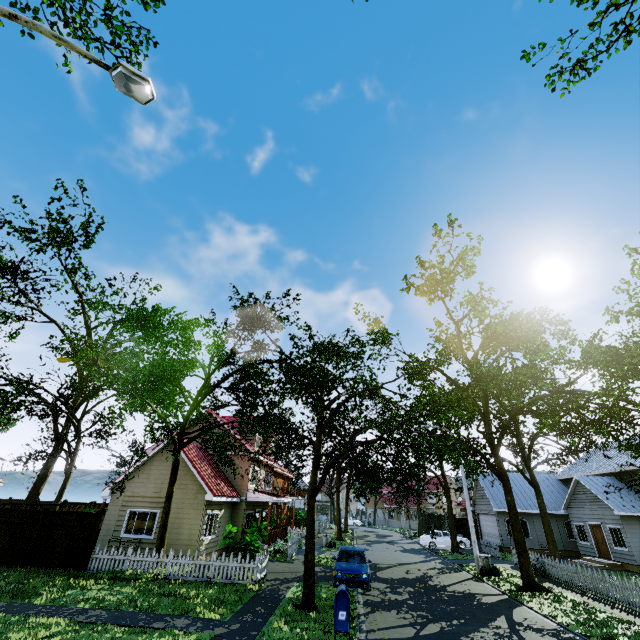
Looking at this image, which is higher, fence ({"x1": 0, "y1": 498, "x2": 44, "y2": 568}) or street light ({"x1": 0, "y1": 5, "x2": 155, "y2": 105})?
street light ({"x1": 0, "y1": 5, "x2": 155, "y2": 105})

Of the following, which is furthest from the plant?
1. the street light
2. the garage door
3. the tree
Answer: the garage door

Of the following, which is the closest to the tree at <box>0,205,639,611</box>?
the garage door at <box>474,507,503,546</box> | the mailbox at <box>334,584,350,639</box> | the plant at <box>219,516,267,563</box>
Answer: the garage door at <box>474,507,503,546</box>

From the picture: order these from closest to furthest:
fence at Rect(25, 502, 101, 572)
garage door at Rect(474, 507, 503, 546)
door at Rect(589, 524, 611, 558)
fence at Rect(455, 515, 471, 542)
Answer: fence at Rect(25, 502, 101, 572), door at Rect(589, 524, 611, 558), garage door at Rect(474, 507, 503, 546), fence at Rect(455, 515, 471, 542)

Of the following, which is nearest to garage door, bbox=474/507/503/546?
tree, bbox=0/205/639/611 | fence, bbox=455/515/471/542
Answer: tree, bbox=0/205/639/611

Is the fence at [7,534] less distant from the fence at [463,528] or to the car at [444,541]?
the fence at [463,528]

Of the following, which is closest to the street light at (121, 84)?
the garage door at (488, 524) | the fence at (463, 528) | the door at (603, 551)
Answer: the door at (603, 551)

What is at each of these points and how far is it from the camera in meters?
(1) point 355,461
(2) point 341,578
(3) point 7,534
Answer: (1) tree, 14.6
(2) car, 14.2
(3) fence, 15.4
